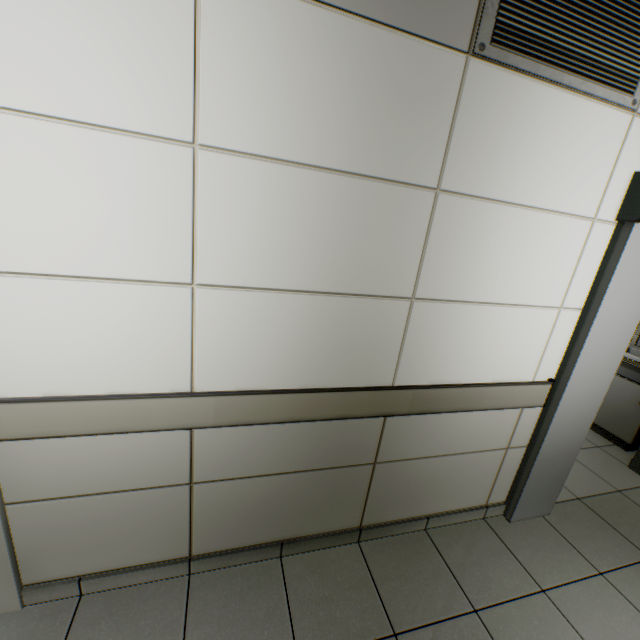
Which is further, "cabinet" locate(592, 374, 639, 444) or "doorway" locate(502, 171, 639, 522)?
"cabinet" locate(592, 374, 639, 444)

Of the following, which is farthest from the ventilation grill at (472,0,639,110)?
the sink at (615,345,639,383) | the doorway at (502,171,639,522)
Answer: the sink at (615,345,639,383)

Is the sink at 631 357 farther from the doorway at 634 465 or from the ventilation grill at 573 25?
the ventilation grill at 573 25

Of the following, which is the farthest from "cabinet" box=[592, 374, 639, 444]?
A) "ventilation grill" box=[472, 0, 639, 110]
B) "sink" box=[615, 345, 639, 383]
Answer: "ventilation grill" box=[472, 0, 639, 110]

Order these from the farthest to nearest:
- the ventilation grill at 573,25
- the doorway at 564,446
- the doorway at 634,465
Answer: the doorway at 634,465
the doorway at 564,446
the ventilation grill at 573,25

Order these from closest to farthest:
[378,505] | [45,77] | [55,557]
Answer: [45,77]
[55,557]
[378,505]

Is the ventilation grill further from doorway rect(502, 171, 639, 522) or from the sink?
the sink

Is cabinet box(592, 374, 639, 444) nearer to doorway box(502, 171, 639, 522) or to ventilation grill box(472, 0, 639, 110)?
doorway box(502, 171, 639, 522)
